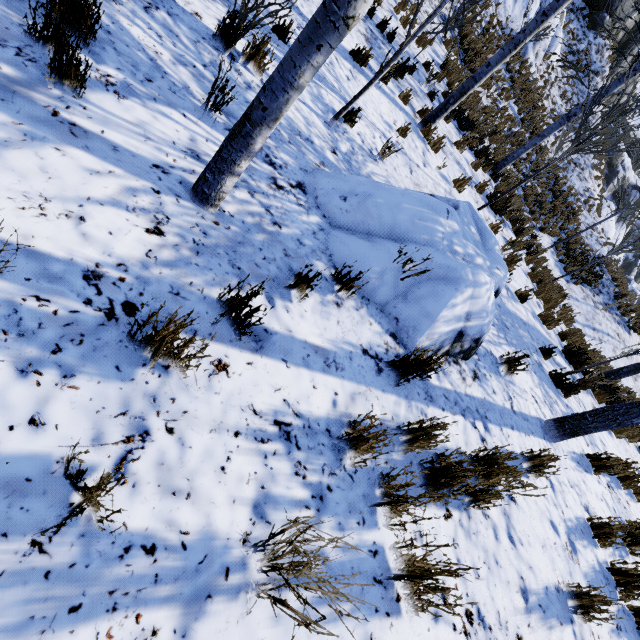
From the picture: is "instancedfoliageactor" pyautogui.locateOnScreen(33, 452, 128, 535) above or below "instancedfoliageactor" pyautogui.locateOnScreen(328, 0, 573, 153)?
below

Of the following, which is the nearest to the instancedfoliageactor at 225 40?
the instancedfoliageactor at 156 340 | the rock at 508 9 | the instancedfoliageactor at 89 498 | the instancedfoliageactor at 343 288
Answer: the instancedfoliageactor at 343 288

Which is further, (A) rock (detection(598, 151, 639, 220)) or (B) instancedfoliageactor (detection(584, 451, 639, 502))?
(A) rock (detection(598, 151, 639, 220))

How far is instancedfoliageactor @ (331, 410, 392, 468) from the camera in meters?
2.0

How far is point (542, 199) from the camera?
16.1m

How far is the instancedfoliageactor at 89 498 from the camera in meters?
1.1 m

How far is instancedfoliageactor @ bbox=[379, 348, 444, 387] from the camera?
2.7 meters

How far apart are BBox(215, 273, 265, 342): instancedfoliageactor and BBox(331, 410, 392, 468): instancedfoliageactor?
0.94m
